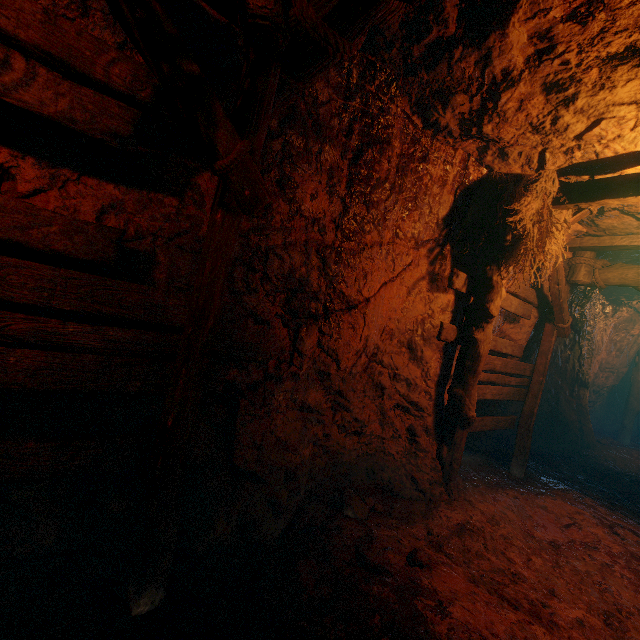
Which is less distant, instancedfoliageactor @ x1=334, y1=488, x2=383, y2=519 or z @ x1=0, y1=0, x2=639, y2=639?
z @ x1=0, y1=0, x2=639, y2=639

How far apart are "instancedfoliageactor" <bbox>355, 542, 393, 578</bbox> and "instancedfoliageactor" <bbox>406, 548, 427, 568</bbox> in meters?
0.2

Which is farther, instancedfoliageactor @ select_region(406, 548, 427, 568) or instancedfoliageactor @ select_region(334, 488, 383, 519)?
instancedfoliageactor @ select_region(334, 488, 383, 519)

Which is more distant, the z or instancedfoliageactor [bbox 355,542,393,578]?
instancedfoliageactor [bbox 355,542,393,578]

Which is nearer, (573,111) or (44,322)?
(44,322)

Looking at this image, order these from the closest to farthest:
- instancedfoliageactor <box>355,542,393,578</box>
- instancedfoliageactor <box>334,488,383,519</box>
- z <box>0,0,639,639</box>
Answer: z <box>0,0,639,639</box>, instancedfoliageactor <box>355,542,393,578</box>, instancedfoliageactor <box>334,488,383,519</box>

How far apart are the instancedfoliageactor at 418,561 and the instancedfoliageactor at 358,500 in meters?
0.7 m

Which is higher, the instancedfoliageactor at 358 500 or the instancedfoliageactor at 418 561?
the instancedfoliageactor at 418 561
